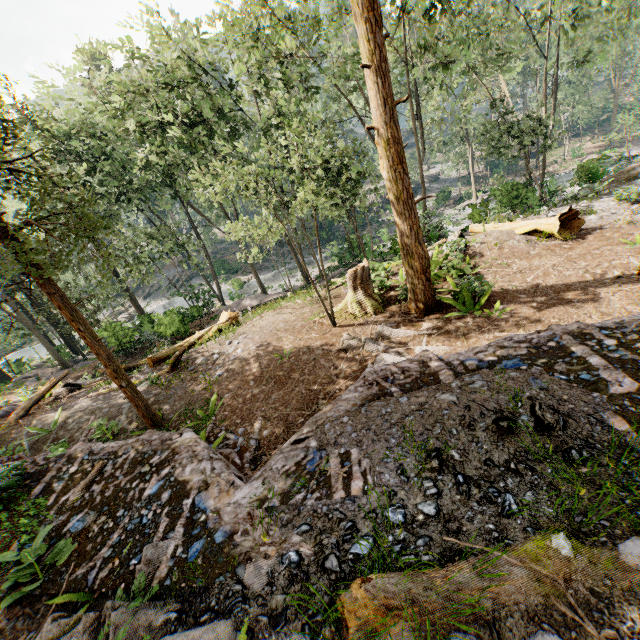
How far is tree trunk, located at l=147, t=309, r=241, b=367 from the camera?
14.6 meters

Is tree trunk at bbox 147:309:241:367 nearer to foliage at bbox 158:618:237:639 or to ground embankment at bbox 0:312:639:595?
ground embankment at bbox 0:312:639:595

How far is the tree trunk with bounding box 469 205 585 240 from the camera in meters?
12.4

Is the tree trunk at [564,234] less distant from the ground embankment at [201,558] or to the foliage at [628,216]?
the foliage at [628,216]

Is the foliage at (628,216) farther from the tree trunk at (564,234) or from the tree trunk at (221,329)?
the tree trunk at (221,329)

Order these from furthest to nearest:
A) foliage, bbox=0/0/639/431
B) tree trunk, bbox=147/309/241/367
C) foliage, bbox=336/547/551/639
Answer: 1. tree trunk, bbox=147/309/241/367
2. foliage, bbox=0/0/639/431
3. foliage, bbox=336/547/551/639

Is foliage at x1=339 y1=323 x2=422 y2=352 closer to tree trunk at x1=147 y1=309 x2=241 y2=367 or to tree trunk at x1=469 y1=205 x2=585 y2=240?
tree trunk at x1=469 y1=205 x2=585 y2=240

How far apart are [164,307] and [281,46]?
35.1 meters
